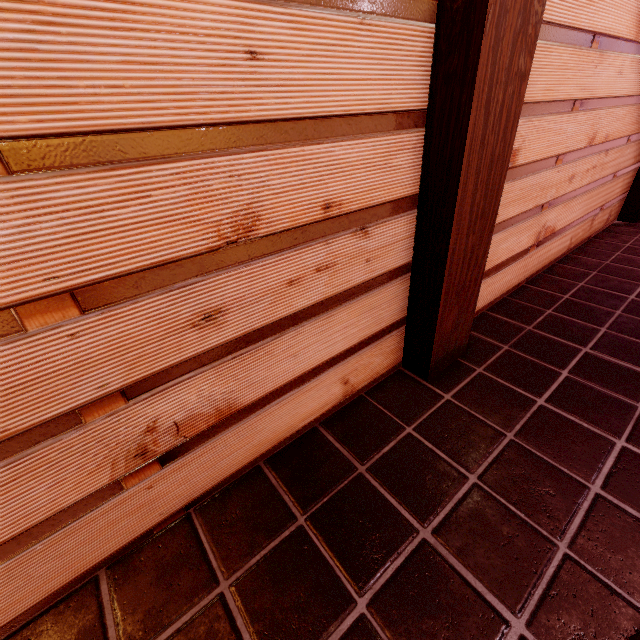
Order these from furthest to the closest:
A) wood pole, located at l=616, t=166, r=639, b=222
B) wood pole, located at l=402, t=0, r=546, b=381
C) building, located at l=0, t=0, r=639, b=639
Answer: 1. wood pole, located at l=616, t=166, r=639, b=222
2. wood pole, located at l=402, t=0, r=546, b=381
3. building, located at l=0, t=0, r=639, b=639

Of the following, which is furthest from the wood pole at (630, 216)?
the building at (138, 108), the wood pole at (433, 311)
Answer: the wood pole at (433, 311)

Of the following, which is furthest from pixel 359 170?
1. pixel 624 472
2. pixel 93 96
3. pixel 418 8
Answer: pixel 624 472

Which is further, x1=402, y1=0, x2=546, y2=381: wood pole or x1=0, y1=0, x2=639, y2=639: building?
x1=402, y1=0, x2=546, y2=381: wood pole

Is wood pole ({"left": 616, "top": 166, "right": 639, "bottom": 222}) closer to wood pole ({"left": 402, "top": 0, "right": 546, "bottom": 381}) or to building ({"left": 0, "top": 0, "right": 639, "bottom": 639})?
building ({"left": 0, "top": 0, "right": 639, "bottom": 639})

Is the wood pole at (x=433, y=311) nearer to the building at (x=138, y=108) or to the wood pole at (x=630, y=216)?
the building at (x=138, y=108)

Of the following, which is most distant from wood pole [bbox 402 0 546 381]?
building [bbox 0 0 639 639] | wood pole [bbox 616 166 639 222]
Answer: wood pole [bbox 616 166 639 222]
